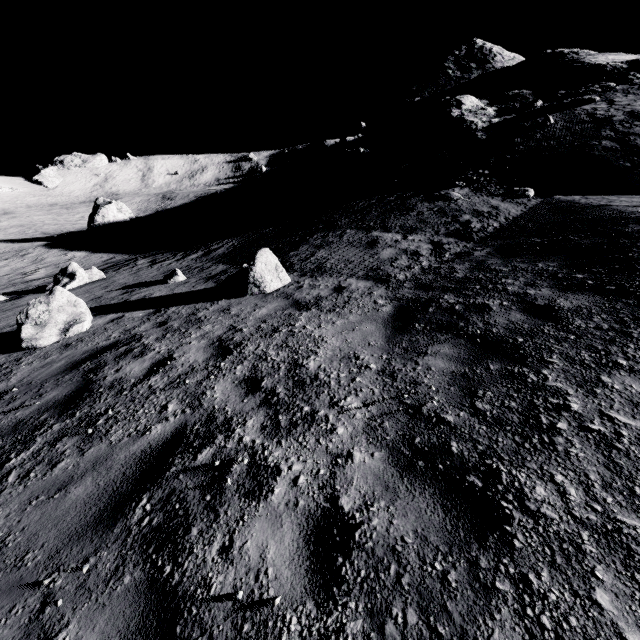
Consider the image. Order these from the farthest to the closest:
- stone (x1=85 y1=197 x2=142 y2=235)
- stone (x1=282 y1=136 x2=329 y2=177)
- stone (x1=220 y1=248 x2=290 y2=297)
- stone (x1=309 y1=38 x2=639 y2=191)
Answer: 1. stone (x1=282 y1=136 x2=329 y2=177)
2. stone (x1=85 y1=197 x2=142 y2=235)
3. stone (x1=309 y1=38 x2=639 y2=191)
4. stone (x1=220 y1=248 x2=290 y2=297)

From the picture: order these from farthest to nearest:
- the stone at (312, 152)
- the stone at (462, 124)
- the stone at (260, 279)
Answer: the stone at (312, 152) → the stone at (462, 124) → the stone at (260, 279)

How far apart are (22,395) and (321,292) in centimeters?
571cm

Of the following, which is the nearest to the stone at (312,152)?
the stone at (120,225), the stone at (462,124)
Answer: the stone at (462,124)

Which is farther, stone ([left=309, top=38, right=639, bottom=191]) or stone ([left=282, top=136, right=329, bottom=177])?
stone ([left=282, top=136, right=329, bottom=177])

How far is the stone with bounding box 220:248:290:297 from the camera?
8.3m

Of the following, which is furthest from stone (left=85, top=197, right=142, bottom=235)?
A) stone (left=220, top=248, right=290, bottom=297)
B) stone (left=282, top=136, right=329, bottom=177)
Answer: stone (left=220, top=248, right=290, bottom=297)

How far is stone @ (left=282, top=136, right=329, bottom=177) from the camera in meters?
40.5
